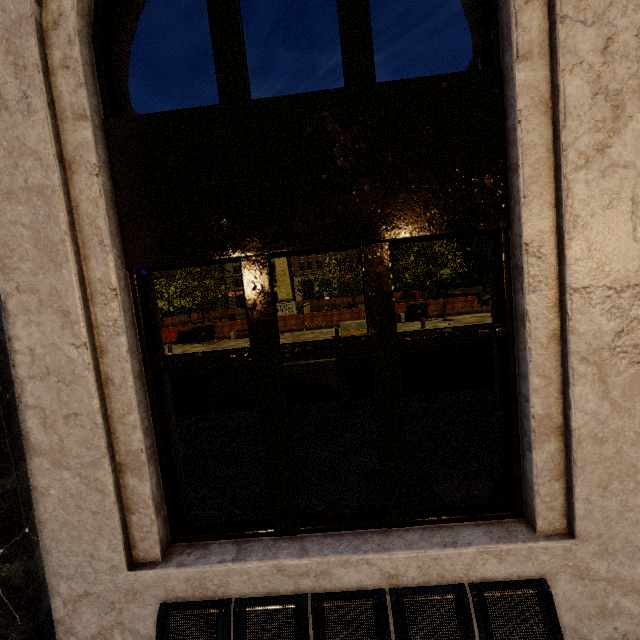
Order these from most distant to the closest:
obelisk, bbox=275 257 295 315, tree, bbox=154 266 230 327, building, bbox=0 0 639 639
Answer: obelisk, bbox=275 257 295 315 < tree, bbox=154 266 230 327 < building, bbox=0 0 639 639

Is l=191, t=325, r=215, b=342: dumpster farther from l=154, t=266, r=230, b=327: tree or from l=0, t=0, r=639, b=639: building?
l=0, t=0, r=639, b=639: building

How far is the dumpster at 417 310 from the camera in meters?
21.8 m

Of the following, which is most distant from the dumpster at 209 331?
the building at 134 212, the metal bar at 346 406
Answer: the building at 134 212

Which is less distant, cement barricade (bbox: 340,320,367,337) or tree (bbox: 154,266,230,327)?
cement barricade (bbox: 340,320,367,337)

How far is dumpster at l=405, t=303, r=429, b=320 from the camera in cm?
2178

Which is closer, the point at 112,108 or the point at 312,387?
the point at 112,108

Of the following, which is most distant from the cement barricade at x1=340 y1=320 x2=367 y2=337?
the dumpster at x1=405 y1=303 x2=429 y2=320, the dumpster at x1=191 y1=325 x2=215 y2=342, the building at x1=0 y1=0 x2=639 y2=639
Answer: the building at x1=0 y1=0 x2=639 y2=639
